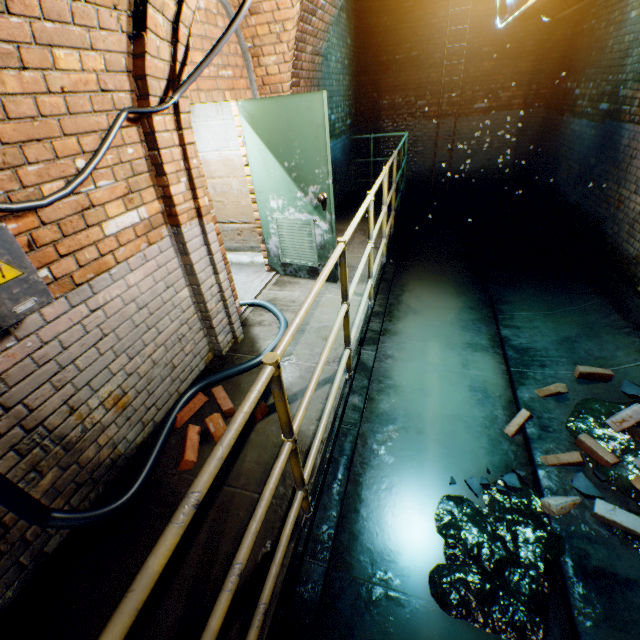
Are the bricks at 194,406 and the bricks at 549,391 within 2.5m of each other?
no

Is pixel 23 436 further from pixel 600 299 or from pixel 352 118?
pixel 352 118

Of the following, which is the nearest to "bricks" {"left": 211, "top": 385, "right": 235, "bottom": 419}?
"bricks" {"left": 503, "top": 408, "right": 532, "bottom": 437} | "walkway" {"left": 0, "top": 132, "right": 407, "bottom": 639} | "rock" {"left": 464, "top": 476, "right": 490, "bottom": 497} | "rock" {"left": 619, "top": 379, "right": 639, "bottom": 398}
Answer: "walkway" {"left": 0, "top": 132, "right": 407, "bottom": 639}

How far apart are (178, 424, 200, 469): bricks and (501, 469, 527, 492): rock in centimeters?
211cm

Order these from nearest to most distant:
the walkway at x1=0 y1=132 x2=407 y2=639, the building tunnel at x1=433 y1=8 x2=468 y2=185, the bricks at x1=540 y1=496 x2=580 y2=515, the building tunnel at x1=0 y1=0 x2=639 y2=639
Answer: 1. the walkway at x1=0 y1=132 x2=407 y2=639
2. the building tunnel at x1=0 y1=0 x2=639 y2=639
3. the bricks at x1=540 y1=496 x2=580 y2=515
4. the building tunnel at x1=433 y1=8 x2=468 y2=185

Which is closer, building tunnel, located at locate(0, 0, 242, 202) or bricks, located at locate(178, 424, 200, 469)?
building tunnel, located at locate(0, 0, 242, 202)

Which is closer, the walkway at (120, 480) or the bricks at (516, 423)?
the walkway at (120, 480)

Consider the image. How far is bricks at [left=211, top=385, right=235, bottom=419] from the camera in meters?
2.6 m
